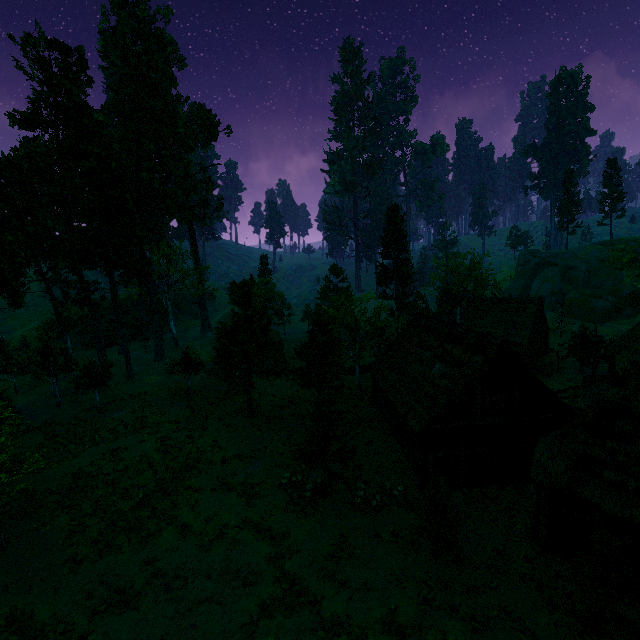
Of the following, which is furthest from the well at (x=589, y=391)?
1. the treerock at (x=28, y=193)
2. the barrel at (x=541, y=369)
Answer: the barrel at (x=541, y=369)

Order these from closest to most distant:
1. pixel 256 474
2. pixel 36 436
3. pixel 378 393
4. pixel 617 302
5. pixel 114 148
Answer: pixel 256 474 → pixel 36 436 → pixel 378 393 → pixel 114 148 → pixel 617 302

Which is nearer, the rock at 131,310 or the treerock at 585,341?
the treerock at 585,341

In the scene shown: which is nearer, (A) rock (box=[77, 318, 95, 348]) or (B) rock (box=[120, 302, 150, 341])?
(A) rock (box=[77, 318, 95, 348])

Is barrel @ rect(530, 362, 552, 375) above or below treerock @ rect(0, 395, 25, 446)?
below

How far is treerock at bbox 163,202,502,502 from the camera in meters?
17.0

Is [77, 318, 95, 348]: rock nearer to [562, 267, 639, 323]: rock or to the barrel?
the barrel

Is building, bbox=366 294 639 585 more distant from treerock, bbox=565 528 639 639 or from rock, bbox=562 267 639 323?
rock, bbox=562 267 639 323
